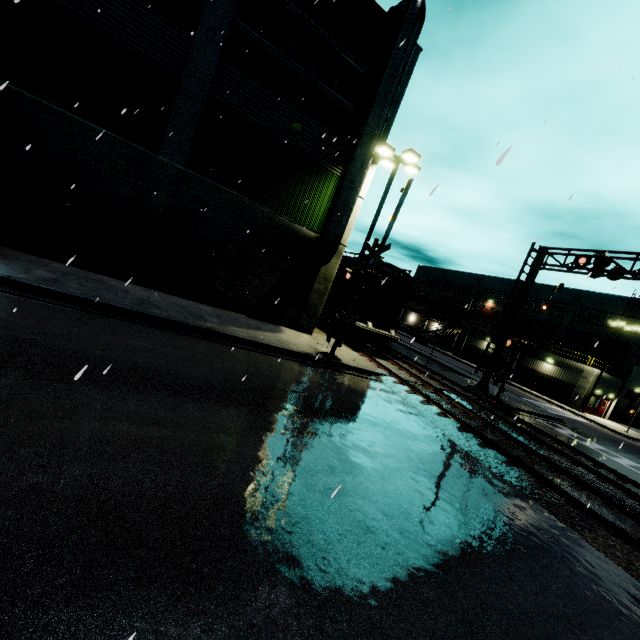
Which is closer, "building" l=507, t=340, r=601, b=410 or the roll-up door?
"building" l=507, t=340, r=601, b=410

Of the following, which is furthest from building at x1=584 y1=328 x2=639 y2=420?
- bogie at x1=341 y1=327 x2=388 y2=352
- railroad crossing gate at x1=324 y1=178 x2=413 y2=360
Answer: railroad crossing gate at x1=324 y1=178 x2=413 y2=360

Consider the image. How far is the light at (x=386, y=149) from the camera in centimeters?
1496cm

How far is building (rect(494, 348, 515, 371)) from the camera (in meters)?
41.41

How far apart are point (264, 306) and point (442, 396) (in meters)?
9.29

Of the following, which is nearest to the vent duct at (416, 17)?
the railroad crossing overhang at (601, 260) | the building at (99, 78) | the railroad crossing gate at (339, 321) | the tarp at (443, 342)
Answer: the building at (99, 78)

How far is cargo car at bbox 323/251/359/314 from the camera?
19.3m
